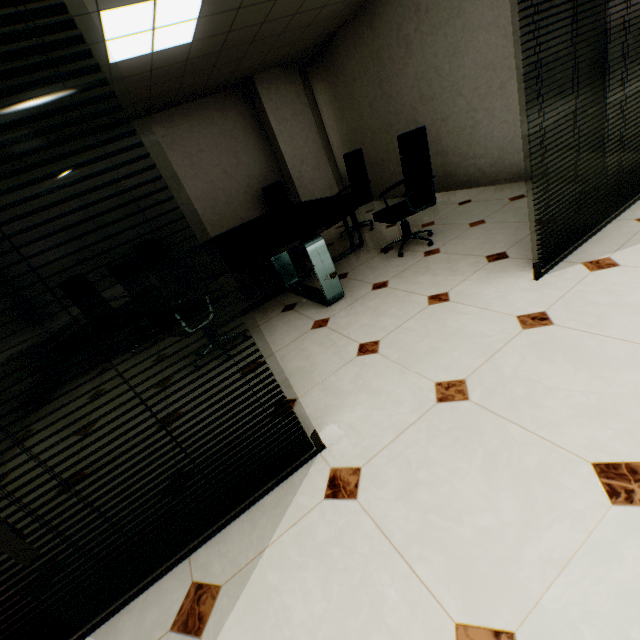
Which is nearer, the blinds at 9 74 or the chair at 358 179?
the blinds at 9 74

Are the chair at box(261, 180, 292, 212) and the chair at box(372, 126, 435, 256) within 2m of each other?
no

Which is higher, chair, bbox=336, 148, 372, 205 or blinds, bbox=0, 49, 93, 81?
blinds, bbox=0, 49, 93, 81

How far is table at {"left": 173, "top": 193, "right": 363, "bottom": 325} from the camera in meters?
3.0

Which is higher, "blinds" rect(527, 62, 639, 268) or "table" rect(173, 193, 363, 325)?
"table" rect(173, 193, 363, 325)

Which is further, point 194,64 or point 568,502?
point 194,64

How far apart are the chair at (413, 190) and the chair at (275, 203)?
2.8m

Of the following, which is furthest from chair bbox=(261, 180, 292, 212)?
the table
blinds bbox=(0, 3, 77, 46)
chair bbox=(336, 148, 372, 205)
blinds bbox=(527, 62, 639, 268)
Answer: blinds bbox=(0, 3, 77, 46)
